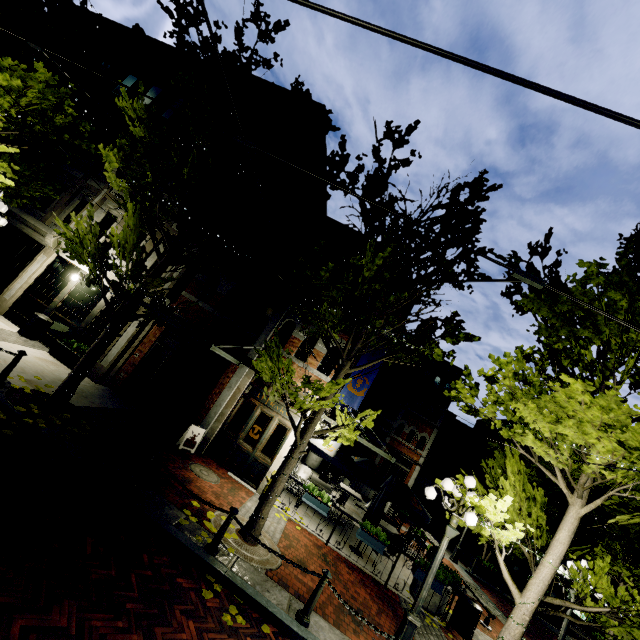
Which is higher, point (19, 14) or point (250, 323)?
point (19, 14)

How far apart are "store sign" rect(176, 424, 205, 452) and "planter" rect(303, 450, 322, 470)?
11.1 meters

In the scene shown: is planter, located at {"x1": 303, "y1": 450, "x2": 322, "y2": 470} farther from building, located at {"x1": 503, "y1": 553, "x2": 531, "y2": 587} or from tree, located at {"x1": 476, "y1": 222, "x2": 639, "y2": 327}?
building, located at {"x1": 503, "y1": 553, "x2": 531, "y2": 587}

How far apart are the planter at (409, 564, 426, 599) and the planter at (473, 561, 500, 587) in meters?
12.9

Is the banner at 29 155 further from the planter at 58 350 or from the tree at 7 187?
the planter at 58 350

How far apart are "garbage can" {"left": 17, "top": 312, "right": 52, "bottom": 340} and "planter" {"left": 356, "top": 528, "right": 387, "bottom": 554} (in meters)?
12.62

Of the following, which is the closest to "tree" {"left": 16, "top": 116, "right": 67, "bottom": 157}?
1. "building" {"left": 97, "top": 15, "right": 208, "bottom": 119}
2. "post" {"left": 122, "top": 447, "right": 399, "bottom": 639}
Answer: "building" {"left": 97, "top": 15, "right": 208, "bottom": 119}

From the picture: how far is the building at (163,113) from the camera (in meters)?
14.02
